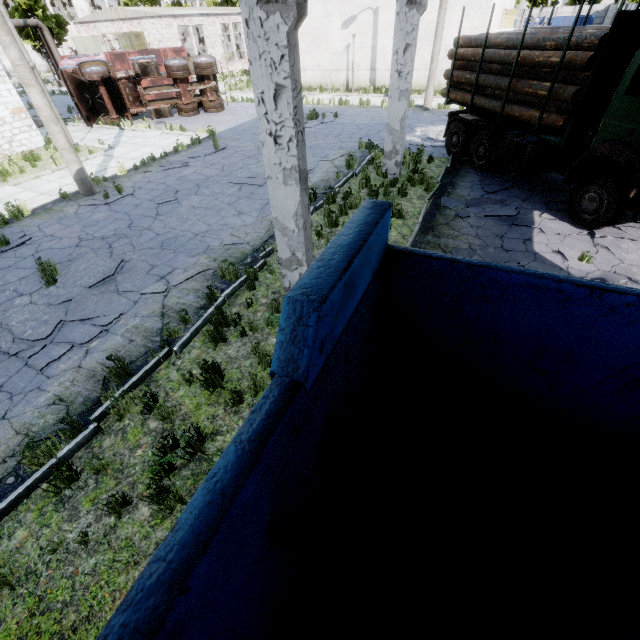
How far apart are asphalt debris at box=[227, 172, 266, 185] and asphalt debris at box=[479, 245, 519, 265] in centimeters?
622cm

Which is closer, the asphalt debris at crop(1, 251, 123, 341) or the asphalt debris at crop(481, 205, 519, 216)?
the asphalt debris at crop(1, 251, 123, 341)

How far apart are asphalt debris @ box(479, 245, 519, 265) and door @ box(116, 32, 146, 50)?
36.8m

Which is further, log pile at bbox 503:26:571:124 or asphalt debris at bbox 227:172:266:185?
asphalt debris at bbox 227:172:266:185

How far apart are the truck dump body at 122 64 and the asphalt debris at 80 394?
25.49m

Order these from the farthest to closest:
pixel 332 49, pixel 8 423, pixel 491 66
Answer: pixel 332 49
pixel 491 66
pixel 8 423

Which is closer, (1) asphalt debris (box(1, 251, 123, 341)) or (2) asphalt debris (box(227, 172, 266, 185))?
(1) asphalt debris (box(1, 251, 123, 341))

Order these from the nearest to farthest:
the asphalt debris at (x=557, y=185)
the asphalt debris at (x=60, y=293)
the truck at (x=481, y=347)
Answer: the truck at (x=481, y=347)
the asphalt debris at (x=60, y=293)
the asphalt debris at (x=557, y=185)
